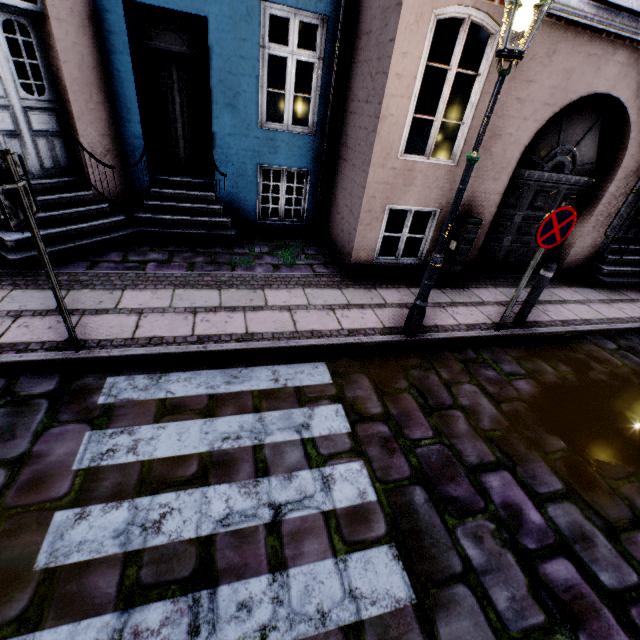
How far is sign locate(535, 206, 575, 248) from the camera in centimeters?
397cm

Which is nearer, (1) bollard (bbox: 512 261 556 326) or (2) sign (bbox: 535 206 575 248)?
(2) sign (bbox: 535 206 575 248)

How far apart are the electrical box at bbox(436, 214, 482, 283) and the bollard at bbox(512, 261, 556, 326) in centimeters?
130cm

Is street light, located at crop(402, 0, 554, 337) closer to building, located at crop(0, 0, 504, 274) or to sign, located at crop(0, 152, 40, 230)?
building, located at crop(0, 0, 504, 274)

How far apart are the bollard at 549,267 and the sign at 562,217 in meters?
0.6

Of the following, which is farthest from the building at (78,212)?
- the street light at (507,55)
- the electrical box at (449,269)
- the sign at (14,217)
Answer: the sign at (14,217)

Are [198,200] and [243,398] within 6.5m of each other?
yes

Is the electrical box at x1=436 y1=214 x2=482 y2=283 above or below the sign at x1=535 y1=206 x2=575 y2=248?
below
